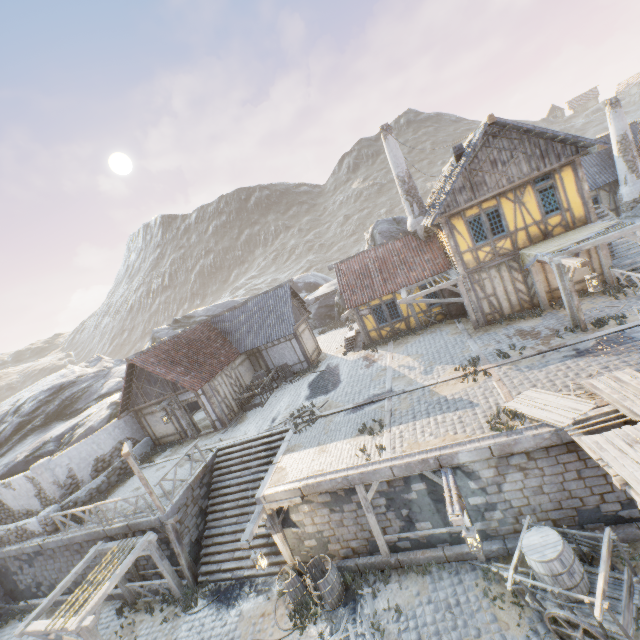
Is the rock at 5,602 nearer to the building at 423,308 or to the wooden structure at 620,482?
the building at 423,308

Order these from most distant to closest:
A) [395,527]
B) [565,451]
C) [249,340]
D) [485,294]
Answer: [249,340]
[485,294]
[395,527]
[565,451]

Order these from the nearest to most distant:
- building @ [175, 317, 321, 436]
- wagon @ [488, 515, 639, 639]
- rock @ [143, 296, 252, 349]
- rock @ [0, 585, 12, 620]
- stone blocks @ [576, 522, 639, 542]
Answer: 1. wagon @ [488, 515, 639, 639]
2. stone blocks @ [576, 522, 639, 542]
3. rock @ [0, 585, 12, 620]
4. building @ [175, 317, 321, 436]
5. rock @ [143, 296, 252, 349]

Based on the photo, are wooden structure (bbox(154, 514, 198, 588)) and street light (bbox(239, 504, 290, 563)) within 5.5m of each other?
yes

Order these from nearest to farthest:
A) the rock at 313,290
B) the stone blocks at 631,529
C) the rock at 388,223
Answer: the stone blocks at 631,529 → the rock at 388,223 → the rock at 313,290

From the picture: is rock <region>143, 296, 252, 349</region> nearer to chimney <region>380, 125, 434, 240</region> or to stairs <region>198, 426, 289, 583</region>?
chimney <region>380, 125, 434, 240</region>

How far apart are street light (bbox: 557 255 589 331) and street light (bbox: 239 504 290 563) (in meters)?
13.16

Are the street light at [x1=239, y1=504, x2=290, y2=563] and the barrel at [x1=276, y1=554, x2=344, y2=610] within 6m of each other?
yes
